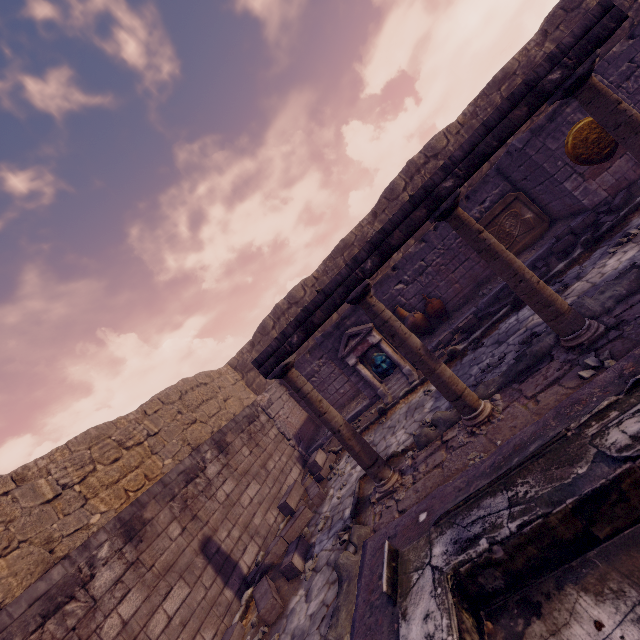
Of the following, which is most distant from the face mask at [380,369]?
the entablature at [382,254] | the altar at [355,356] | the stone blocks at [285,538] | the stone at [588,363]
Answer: the stone at [588,363]

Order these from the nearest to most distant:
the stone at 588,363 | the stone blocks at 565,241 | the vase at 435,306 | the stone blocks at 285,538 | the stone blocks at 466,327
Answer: the stone at 588,363, the stone blocks at 285,538, the stone blocks at 565,241, the stone blocks at 466,327, the vase at 435,306

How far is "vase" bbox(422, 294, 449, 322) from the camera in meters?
9.4

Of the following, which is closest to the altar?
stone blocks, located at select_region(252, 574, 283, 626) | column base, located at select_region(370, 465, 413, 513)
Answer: column base, located at select_region(370, 465, 413, 513)

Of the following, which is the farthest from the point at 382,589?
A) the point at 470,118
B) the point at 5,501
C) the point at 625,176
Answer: the point at 470,118

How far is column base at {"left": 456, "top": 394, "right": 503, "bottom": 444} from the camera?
4.10m

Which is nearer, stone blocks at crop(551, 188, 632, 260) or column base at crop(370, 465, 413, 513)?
column base at crop(370, 465, 413, 513)

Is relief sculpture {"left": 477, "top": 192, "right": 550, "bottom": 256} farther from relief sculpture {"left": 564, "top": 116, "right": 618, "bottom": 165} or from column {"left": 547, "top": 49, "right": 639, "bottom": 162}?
column {"left": 547, "top": 49, "right": 639, "bottom": 162}
